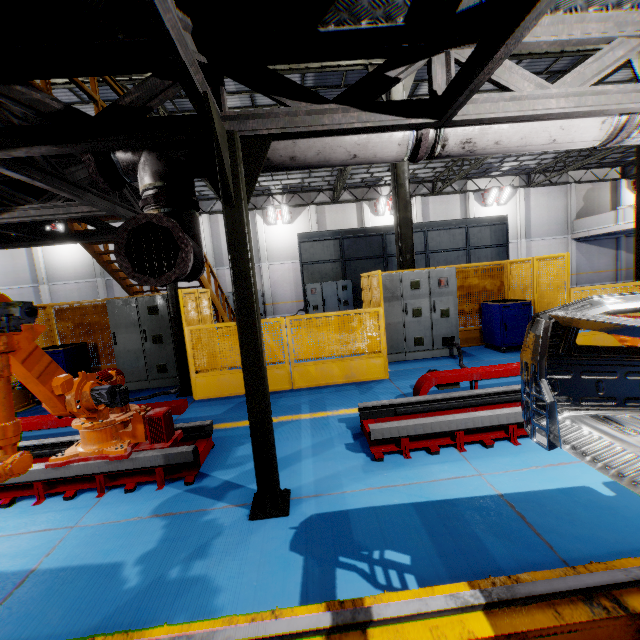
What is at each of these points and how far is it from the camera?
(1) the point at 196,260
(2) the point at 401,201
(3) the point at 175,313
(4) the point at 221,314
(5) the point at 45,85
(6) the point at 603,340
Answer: (1) vent pipe, 3.0 meters
(2) metal pole, 9.2 meters
(3) metal pole, 6.7 meters
(4) metal stair, 11.0 meters
(5) metal handrail, 3.6 meters
(6) metal panel, 6.9 meters

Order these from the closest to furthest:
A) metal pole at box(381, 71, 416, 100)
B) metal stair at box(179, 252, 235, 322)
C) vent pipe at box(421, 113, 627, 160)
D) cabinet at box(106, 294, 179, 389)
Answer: vent pipe at box(421, 113, 627, 160) → cabinet at box(106, 294, 179, 389) → metal pole at box(381, 71, 416, 100) → metal stair at box(179, 252, 235, 322)

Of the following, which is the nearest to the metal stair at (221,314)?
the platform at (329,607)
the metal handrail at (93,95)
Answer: the metal handrail at (93,95)

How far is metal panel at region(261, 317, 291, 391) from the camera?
6.5 meters

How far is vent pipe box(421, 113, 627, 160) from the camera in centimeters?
303cm

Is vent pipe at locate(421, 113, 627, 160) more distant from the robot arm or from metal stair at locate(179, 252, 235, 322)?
metal stair at locate(179, 252, 235, 322)

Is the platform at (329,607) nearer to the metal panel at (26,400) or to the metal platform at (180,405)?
the metal platform at (180,405)

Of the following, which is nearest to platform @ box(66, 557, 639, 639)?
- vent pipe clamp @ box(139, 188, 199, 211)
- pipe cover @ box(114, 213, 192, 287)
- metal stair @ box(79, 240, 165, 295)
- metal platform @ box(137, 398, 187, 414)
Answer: metal platform @ box(137, 398, 187, 414)
